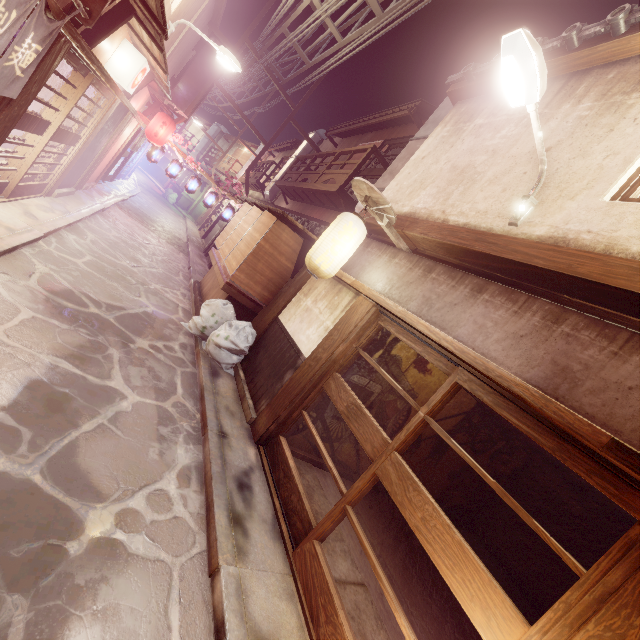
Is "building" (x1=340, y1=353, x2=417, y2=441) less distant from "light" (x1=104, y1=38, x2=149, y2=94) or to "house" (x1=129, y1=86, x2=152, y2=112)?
"light" (x1=104, y1=38, x2=149, y2=94)

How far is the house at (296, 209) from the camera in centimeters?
1961cm

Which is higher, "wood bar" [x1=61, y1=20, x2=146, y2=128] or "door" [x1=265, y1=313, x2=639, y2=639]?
"wood bar" [x1=61, y1=20, x2=146, y2=128]

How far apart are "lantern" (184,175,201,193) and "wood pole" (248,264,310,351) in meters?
14.8

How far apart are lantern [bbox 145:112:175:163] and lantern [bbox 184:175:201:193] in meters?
2.6 m

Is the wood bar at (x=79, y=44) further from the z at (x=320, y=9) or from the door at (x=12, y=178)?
the z at (x=320, y=9)

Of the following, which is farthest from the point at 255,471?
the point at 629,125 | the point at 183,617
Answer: the point at 629,125

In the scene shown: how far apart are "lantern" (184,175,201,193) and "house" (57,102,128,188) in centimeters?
690cm
